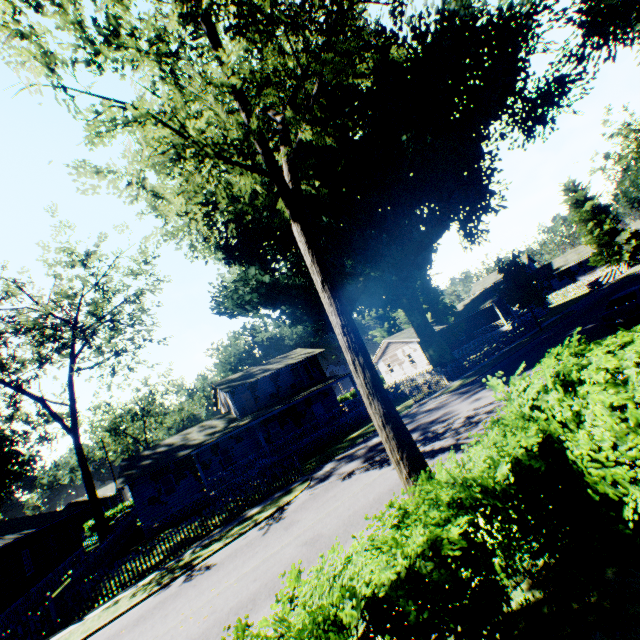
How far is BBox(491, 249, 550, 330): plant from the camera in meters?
29.0 m

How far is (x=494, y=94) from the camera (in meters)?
22.55

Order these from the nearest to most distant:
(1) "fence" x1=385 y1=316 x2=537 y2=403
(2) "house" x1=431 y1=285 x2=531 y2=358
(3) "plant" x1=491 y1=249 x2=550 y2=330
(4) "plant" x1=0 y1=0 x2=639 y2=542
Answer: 1. (4) "plant" x1=0 y1=0 x2=639 y2=542
2. (1) "fence" x1=385 y1=316 x2=537 y2=403
3. (3) "plant" x1=491 y1=249 x2=550 y2=330
4. (2) "house" x1=431 y1=285 x2=531 y2=358

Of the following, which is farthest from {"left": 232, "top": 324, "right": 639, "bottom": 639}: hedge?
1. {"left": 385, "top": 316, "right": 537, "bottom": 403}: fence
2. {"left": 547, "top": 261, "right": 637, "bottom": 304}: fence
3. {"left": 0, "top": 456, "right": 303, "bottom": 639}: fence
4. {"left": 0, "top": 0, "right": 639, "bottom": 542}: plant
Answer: {"left": 547, "top": 261, "right": 637, "bottom": 304}: fence

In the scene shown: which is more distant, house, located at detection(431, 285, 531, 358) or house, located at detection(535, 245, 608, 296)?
house, located at detection(535, 245, 608, 296)

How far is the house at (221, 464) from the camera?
25.8 meters

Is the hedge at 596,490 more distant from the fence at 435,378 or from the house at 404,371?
the house at 404,371

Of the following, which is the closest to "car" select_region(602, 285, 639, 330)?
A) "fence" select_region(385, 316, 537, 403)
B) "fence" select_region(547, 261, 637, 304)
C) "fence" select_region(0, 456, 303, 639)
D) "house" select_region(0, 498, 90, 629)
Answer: "fence" select_region(385, 316, 537, 403)
